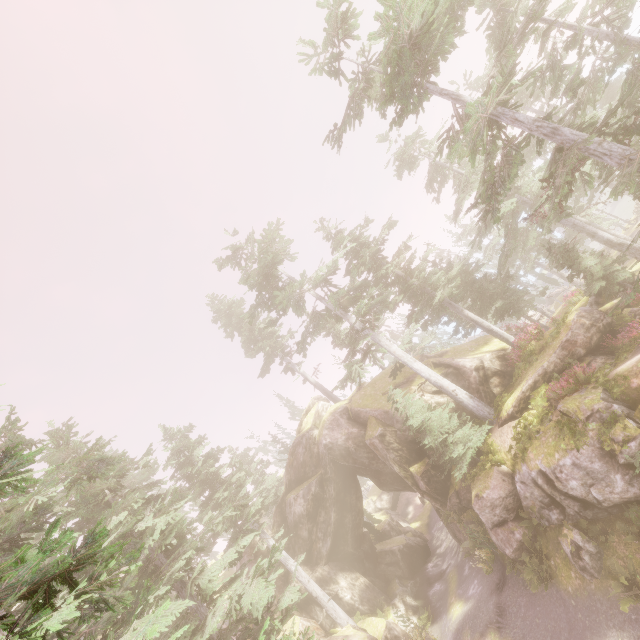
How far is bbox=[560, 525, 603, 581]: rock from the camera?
12.6m

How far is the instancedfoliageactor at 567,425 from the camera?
12.90m

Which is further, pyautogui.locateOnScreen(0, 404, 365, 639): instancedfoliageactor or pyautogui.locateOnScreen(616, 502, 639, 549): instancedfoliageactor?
pyautogui.locateOnScreen(616, 502, 639, 549): instancedfoliageactor

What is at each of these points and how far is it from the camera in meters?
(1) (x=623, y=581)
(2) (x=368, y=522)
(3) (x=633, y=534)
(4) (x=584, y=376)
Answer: (1) instancedfoliageactor, 10.9 m
(2) instancedfoliageactor, 34.7 m
(3) instancedfoliageactor, 11.9 m
(4) instancedfoliageactor, 14.8 m

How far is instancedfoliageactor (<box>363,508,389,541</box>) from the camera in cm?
3397

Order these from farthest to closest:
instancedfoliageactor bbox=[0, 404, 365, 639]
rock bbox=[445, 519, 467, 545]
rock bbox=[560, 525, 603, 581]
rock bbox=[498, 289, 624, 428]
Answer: rock bbox=[445, 519, 467, 545] → rock bbox=[498, 289, 624, 428] → rock bbox=[560, 525, 603, 581] → instancedfoliageactor bbox=[0, 404, 365, 639]
